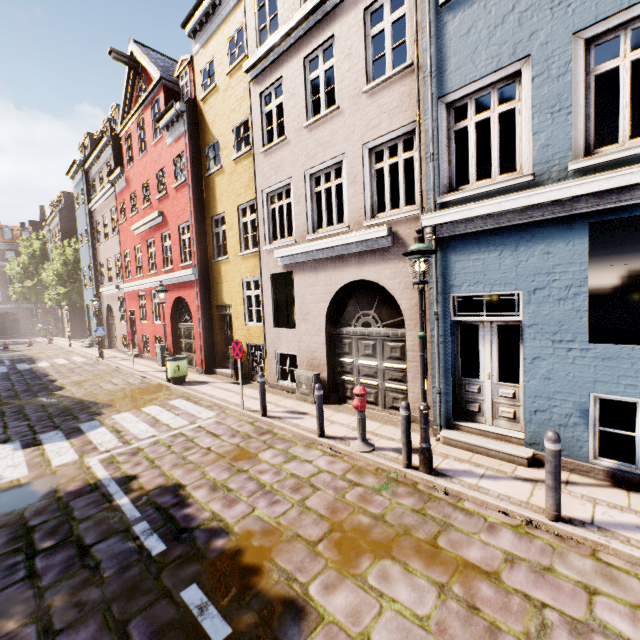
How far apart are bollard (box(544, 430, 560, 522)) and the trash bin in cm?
1129

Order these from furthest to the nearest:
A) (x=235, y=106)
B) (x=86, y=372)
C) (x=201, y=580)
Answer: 1. (x=86, y=372)
2. (x=235, y=106)
3. (x=201, y=580)

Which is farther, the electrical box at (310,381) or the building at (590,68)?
the electrical box at (310,381)

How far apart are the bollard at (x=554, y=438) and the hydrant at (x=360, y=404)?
2.72m

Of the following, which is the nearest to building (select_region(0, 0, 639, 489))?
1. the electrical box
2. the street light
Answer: the electrical box

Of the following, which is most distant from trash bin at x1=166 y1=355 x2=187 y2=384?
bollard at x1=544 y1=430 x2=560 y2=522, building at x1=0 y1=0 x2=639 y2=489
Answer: bollard at x1=544 y1=430 x2=560 y2=522

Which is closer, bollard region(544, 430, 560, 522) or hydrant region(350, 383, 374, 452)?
bollard region(544, 430, 560, 522)

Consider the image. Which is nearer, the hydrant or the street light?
the street light
